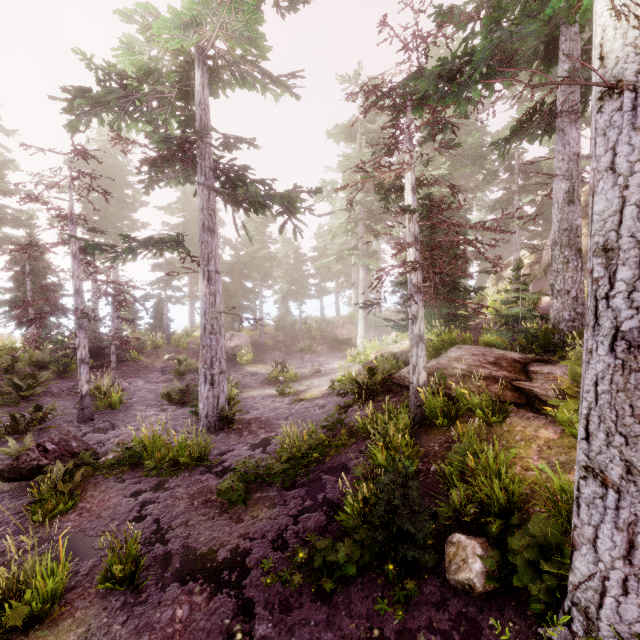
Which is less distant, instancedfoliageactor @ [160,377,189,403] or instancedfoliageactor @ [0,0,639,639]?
instancedfoliageactor @ [0,0,639,639]

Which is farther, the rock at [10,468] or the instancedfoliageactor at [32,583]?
the rock at [10,468]

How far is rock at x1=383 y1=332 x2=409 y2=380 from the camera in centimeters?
1140cm

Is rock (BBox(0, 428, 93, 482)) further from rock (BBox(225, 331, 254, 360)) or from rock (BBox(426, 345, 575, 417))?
rock (BBox(225, 331, 254, 360))

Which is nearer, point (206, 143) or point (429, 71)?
point (429, 71)

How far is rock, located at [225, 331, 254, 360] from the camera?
24.3m

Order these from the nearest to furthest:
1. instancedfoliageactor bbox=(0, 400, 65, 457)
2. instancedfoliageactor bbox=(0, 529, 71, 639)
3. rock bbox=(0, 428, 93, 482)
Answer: instancedfoliageactor bbox=(0, 529, 71, 639) < rock bbox=(0, 428, 93, 482) < instancedfoliageactor bbox=(0, 400, 65, 457)

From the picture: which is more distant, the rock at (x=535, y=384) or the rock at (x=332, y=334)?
the rock at (x=332, y=334)
